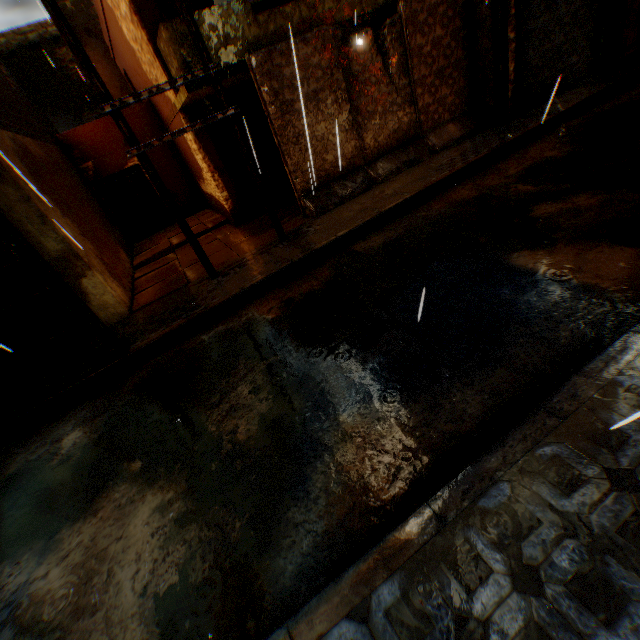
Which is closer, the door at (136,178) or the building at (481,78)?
the building at (481,78)

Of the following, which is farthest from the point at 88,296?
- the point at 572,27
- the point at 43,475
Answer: the point at 572,27

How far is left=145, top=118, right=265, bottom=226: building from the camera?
9.2m

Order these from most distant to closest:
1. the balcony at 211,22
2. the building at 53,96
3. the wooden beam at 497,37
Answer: the wooden beam at 497,37, the balcony at 211,22, the building at 53,96

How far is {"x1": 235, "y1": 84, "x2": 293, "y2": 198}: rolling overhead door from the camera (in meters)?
9.23

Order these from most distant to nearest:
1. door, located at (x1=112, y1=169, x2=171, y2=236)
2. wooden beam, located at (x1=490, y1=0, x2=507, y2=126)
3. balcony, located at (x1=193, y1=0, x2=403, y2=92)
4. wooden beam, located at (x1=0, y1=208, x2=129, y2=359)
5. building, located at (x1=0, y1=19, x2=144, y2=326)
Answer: door, located at (x1=112, y1=169, x2=171, y2=236)
wooden beam, located at (x1=490, y1=0, x2=507, y2=126)
balcony, located at (x1=193, y1=0, x2=403, y2=92)
building, located at (x1=0, y1=19, x2=144, y2=326)
wooden beam, located at (x1=0, y1=208, x2=129, y2=359)

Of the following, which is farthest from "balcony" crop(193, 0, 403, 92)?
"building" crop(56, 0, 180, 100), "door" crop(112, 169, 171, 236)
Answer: "door" crop(112, 169, 171, 236)

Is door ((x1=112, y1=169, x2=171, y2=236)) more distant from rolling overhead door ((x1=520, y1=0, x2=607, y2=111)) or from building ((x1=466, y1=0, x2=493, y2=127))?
rolling overhead door ((x1=520, y1=0, x2=607, y2=111))
